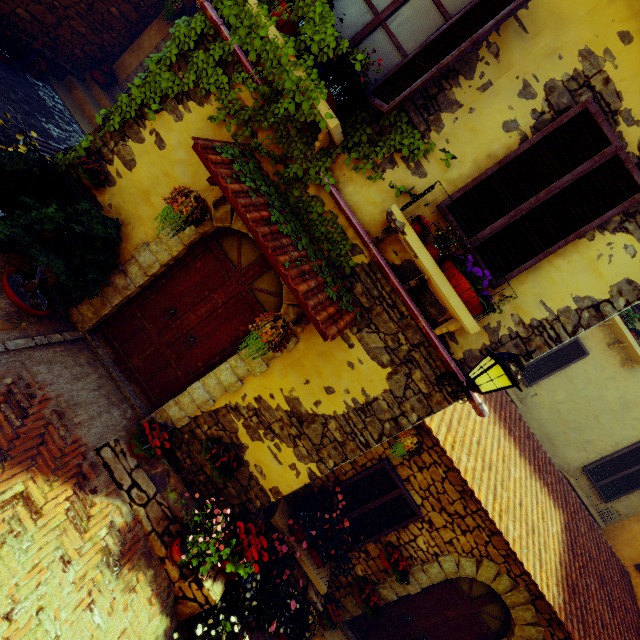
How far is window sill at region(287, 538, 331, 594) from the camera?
5.3m

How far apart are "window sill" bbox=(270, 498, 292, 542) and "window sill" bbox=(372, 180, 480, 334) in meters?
3.9 m

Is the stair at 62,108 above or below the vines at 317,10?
below

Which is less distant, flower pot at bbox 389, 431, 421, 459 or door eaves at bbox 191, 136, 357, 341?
door eaves at bbox 191, 136, 357, 341

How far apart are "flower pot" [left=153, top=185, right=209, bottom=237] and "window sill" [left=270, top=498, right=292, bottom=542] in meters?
4.6 m

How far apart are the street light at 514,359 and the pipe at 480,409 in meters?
0.0

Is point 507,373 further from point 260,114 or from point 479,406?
point 260,114

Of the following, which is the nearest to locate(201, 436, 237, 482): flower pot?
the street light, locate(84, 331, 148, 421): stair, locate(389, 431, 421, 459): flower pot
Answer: locate(84, 331, 148, 421): stair
